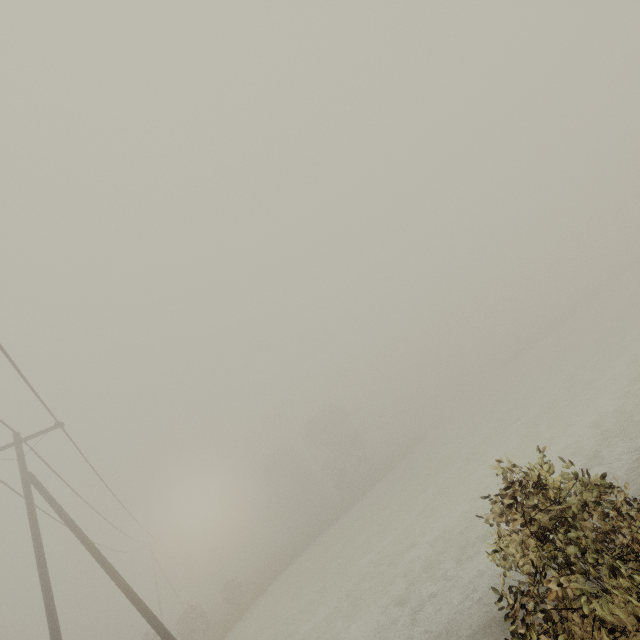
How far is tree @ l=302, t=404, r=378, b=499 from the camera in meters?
51.5

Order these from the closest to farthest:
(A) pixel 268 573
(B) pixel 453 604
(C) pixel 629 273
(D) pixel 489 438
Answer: Result: (B) pixel 453 604 < (D) pixel 489 438 < (A) pixel 268 573 < (C) pixel 629 273

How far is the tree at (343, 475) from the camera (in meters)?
51.47
